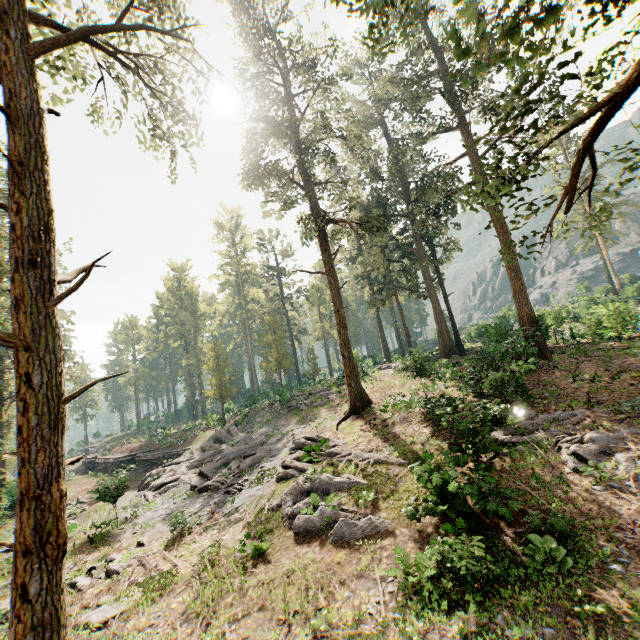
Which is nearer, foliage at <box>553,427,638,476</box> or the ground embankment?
foliage at <box>553,427,638,476</box>

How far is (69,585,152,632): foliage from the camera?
10.0m

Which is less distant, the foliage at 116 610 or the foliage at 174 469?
the foliage at 116 610

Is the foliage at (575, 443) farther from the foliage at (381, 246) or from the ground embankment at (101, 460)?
the ground embankment at (101, 460)

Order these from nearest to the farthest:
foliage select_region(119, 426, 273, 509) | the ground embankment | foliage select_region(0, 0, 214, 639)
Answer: foliage select_region(0, 0, 214, 639) < foliage select_region(119, 426, 273, 509) < the ground embankment

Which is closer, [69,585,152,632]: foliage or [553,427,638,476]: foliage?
[69,585,152,632]: foliage

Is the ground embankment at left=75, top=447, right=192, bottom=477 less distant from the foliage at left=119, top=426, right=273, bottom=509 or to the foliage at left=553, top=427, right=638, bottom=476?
the foliage at left=119, top=426, right=273, bottom=509

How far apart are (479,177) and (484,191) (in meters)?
0.69
